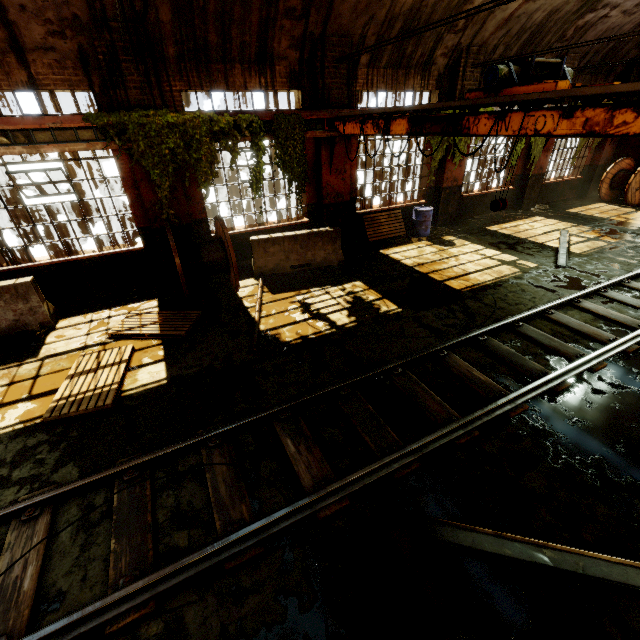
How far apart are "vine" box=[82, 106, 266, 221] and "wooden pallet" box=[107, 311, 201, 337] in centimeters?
242cm

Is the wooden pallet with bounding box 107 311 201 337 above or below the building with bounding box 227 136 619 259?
below

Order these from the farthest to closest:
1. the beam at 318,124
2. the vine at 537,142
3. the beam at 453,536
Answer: the vine at 537,142
the beam at 318,124
the beam at 453,536

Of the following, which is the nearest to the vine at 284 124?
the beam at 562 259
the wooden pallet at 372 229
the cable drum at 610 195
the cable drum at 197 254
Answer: the cable drum at 197 254

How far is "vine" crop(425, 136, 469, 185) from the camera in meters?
10.3 m

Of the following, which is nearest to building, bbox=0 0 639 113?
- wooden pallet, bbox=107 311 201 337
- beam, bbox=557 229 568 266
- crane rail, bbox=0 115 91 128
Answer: crane rail, bbox=0 115 91 128

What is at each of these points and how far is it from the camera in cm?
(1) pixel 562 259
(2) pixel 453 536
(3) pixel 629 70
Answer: (1) beam, 927
(2) beam, 321
(3) building, 1380

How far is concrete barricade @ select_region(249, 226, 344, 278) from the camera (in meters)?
8.93
